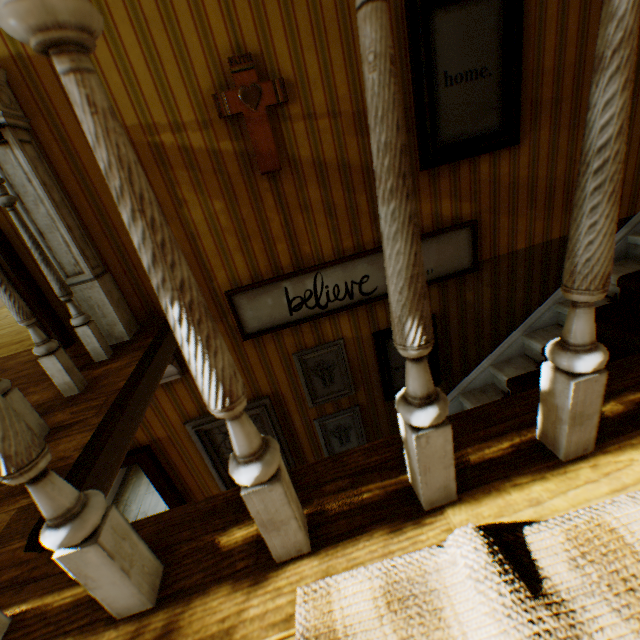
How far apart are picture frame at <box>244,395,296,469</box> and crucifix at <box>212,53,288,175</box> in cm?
179

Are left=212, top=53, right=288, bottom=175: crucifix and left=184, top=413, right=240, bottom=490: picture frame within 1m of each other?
no

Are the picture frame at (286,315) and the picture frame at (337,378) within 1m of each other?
yes

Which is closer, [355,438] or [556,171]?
[556,171]

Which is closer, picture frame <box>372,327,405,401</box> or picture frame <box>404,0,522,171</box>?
picture frame <box>404,0,522,171</box>

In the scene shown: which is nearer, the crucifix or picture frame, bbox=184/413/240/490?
the crucifix

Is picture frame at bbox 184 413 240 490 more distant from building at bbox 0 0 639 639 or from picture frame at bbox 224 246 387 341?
picture frame at bbox 224 246 387 341

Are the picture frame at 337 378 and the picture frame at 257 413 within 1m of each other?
yes
